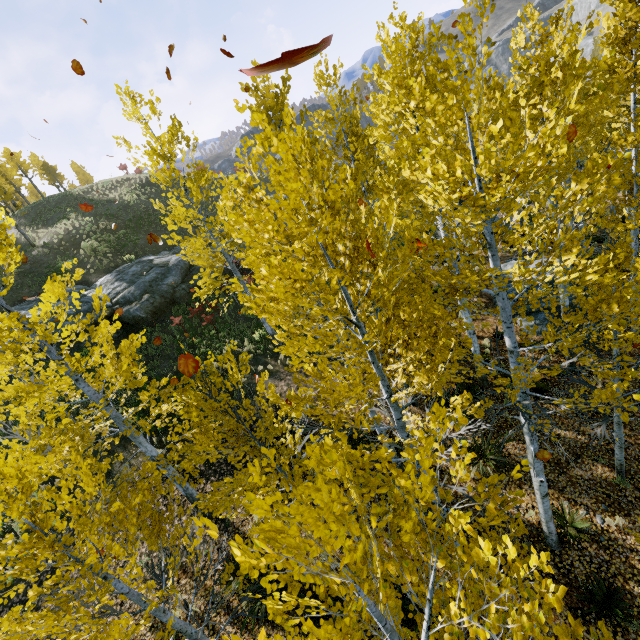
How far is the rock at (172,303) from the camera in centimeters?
1781cm

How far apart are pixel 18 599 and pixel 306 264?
13.07m

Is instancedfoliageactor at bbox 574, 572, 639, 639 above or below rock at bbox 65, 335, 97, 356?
below

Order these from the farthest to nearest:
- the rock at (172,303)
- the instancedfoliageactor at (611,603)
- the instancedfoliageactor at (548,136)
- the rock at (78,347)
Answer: the rock at (172,303)
the rock at (78,347)
the instancedfoliageactor at (611,603)
the instancedfoliageactor at (548,136)

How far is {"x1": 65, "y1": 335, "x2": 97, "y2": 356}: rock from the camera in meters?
16.3 m

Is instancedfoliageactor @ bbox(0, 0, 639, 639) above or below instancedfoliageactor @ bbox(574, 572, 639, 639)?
above

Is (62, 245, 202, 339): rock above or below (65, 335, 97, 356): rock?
below
